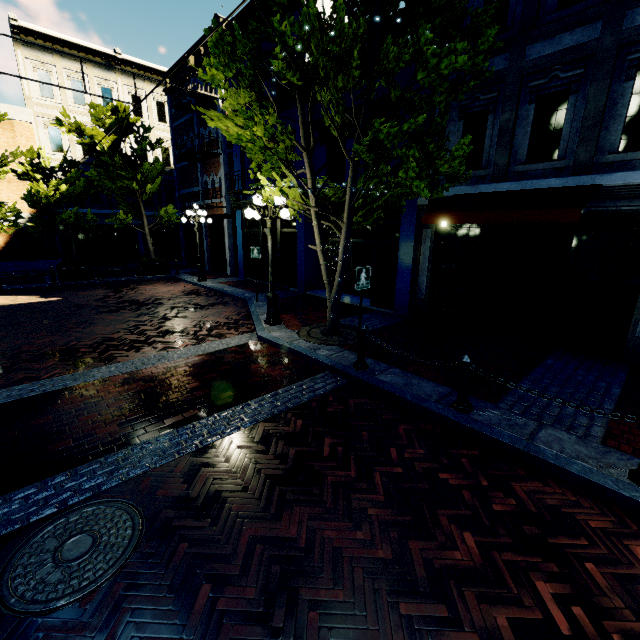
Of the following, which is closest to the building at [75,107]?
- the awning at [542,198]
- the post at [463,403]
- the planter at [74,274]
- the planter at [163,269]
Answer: the awning at [542,198]

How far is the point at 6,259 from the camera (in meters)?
19.09

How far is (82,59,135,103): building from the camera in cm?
2055

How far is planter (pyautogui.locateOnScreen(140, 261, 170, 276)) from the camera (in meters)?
17.30

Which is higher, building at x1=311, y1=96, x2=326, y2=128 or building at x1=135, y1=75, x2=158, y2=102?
building at x1=135, y1=75, x2=158, y2=102

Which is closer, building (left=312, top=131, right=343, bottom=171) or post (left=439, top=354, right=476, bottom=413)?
post (left=439, top=354, right=476, bottom=413)

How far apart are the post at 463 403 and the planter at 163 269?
17.2m

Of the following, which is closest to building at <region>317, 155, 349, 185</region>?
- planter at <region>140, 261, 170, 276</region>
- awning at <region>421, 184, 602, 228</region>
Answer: awning at <region>421, 184, 602, 228</region>
